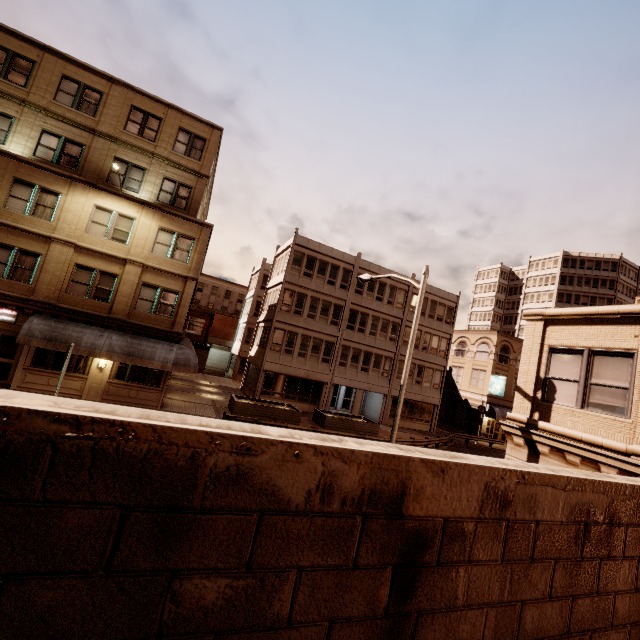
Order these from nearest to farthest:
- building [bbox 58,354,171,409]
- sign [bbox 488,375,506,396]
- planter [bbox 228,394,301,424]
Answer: building [bbox 58,354,171,409], planter [bbox 228,394,301,424], sign [bbox 488,375,506,396]

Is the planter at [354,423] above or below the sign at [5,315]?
below

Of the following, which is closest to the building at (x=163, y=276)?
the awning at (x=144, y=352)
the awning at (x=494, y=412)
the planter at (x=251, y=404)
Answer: the awning at (x=144, y=352)

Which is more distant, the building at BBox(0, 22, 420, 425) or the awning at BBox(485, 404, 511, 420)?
the awning at BBox(485, 404, 511, 420)

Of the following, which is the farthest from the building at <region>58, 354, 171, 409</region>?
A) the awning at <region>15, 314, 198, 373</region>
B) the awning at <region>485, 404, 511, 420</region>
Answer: the awning at <region>485, 404, 511, 420</region>

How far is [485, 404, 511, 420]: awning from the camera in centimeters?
3742cm

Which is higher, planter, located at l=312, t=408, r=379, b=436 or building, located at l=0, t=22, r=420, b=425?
building, located at l=0, t=22, r=420, b=425

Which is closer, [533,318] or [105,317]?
[533,318]
